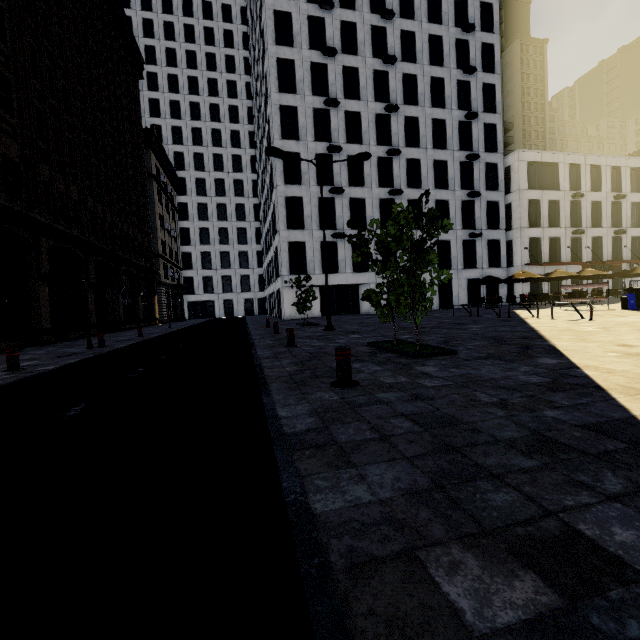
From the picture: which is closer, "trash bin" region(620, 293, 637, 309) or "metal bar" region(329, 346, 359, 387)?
"metal bar" region(329, 346, 359, 387)

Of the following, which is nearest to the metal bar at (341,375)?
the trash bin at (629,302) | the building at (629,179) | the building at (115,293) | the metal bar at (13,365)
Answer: the metal bar at (13,365)

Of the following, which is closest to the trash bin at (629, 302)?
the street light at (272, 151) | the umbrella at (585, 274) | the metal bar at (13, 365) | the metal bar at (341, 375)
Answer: the umbrella at (585, 274)

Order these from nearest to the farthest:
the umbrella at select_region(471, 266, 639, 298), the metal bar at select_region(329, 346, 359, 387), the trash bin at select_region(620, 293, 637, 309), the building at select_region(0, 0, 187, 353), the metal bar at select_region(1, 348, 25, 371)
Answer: the metal bar at select_region(329, 346, 359, 387) < the metal bar at select_region(1, 348, 25, 371) < the building at select_region(0, 0, 187, 353) < the trash bin at select_region(620, 293, 637, 309) < the umbrella at select_region(471, 266, 639, 298)

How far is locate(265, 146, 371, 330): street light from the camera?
13.77m

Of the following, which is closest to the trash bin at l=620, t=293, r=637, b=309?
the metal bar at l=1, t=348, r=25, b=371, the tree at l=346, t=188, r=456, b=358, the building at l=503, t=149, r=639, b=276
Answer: the tree at l=346, t=188, r=456, b=358

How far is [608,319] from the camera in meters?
12.3

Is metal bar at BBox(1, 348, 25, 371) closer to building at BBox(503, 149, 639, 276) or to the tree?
the tree
